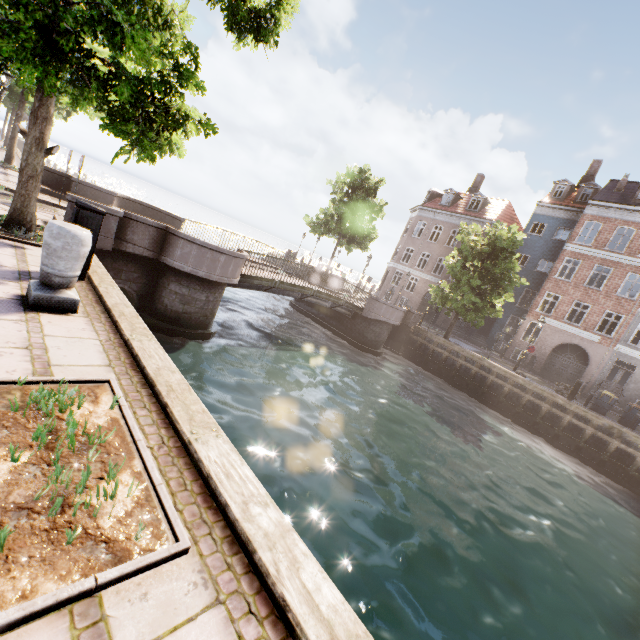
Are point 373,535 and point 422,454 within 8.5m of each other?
yes

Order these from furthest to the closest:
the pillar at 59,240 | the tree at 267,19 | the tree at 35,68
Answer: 1. the tree at 267,19
2. the tree at 35,68
3. the pillar at 59,240

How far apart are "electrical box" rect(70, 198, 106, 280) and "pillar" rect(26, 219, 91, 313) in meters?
1.0 m

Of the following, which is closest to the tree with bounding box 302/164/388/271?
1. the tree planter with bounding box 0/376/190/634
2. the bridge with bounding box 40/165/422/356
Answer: the bridge with bounding box 40/165/422/356

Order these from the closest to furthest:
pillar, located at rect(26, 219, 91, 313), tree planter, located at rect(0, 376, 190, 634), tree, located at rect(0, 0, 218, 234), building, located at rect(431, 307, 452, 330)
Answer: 1. tree planter, located at rect(0, 376, 190, 634)
2. pillar, located at rect(26, 219, 91, 313)
3. tree, located at rect(0, 0, 218, 234)
4. building, located at rect(431, 307, 452, 330)

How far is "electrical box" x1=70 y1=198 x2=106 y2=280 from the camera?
5.12m

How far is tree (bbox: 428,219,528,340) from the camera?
19.9m

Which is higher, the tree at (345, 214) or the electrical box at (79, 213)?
the tree at (345, 214)
